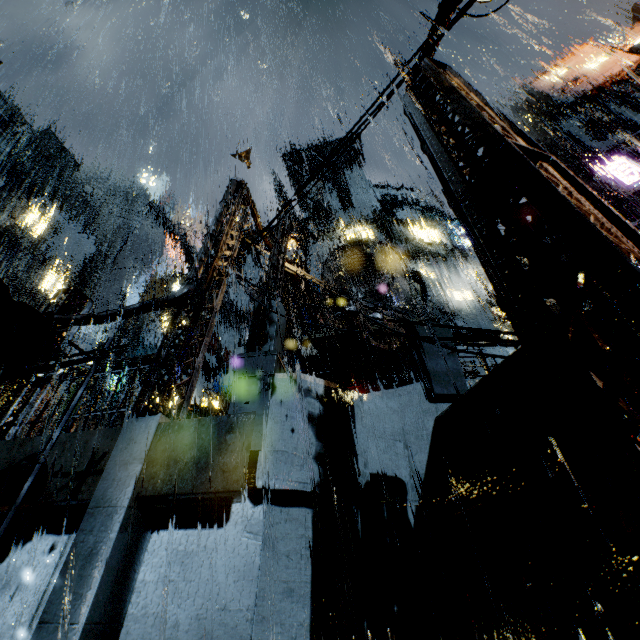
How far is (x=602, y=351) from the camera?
2.09m

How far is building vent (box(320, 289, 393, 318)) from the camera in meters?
16.5

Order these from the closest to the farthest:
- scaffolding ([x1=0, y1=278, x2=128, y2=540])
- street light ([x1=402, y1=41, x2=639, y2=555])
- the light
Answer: street light ([x1=402, y1=41, x2=639, y2=555])
scaffolding ([x1=0, y1=278, x2=128, y2=540])
the light

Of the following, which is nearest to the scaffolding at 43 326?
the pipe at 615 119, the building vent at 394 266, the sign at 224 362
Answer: the building vent at 394 266

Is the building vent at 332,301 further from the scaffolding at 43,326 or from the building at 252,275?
the scaffolding at 43,326

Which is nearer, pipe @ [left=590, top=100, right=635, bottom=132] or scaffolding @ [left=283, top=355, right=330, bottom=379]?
scaffolding @ [left=283, top=355, right=330, bottom=379]

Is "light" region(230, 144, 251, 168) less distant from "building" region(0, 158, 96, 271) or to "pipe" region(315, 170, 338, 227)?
"building" region(0, 158, 96, 271)

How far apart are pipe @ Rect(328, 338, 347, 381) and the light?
8.8 meters
